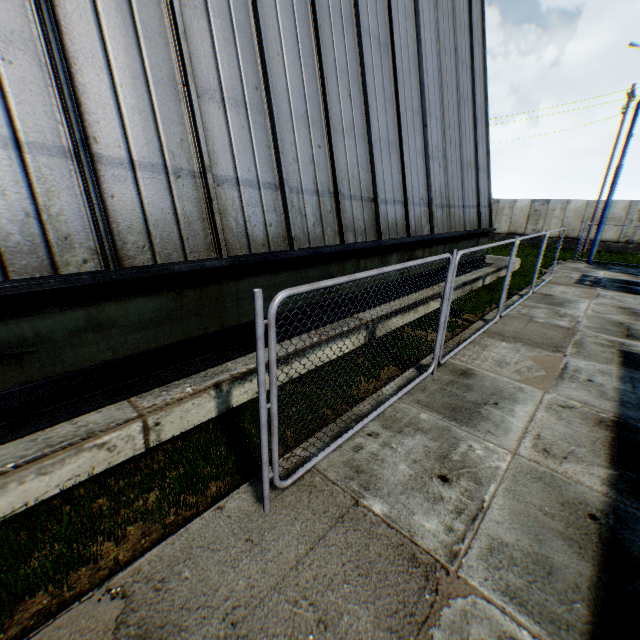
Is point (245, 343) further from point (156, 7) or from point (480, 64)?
point (480, 64)
